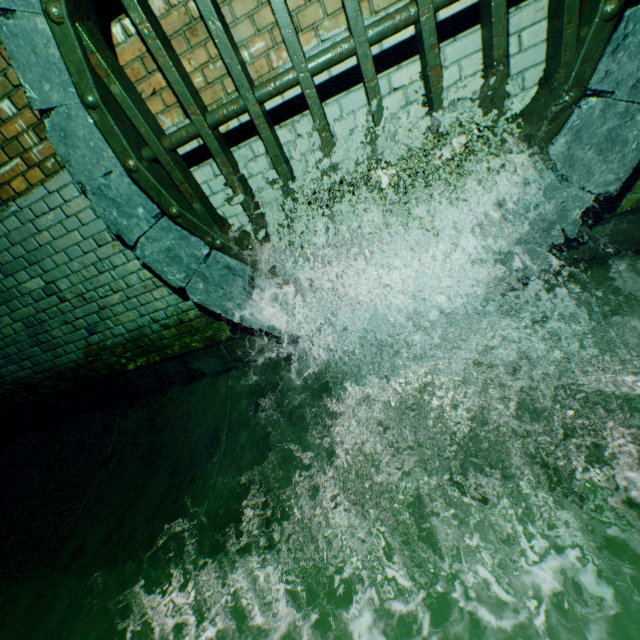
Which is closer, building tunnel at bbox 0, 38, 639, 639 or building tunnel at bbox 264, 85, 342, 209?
building tunnel at bbox 0, 38, 639, 639

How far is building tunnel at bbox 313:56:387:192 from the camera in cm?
189

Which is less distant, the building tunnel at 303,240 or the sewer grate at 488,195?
the sewer grate at 488,195

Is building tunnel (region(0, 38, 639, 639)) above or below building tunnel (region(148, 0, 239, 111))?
below

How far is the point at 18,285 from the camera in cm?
282
